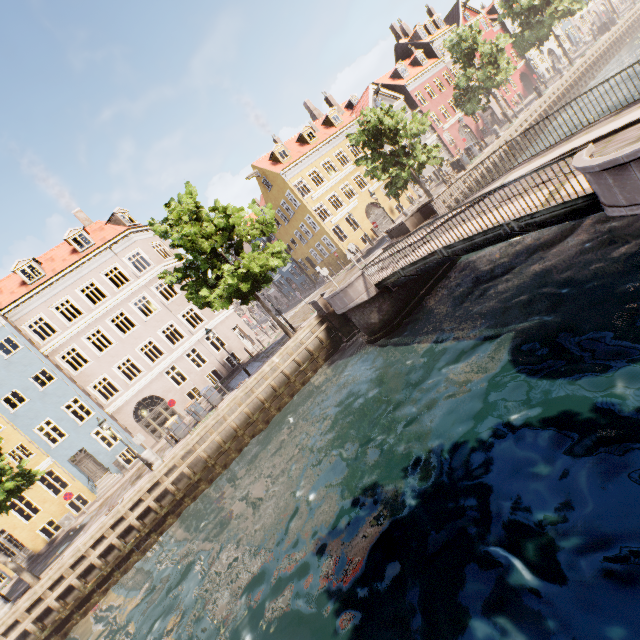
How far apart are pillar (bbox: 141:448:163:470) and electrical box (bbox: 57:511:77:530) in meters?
10.7 m

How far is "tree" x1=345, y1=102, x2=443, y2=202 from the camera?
22.5m

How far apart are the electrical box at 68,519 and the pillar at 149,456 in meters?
10.7

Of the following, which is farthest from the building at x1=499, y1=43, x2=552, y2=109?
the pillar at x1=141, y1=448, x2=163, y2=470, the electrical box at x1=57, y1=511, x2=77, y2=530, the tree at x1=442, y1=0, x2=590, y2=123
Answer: the pillar at x1=141, y1=448, x2=163, y2=470

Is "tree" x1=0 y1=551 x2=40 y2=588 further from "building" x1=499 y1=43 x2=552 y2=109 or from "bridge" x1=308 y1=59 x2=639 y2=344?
"building" x1=499 y1=43 x2=552 y2=109

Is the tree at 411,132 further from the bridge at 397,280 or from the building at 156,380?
the building at 156,380

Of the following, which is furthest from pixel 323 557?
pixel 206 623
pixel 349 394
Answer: pixel 349 394

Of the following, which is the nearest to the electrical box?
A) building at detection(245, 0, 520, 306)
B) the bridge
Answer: building at detection(245, 0, 520, 306)
